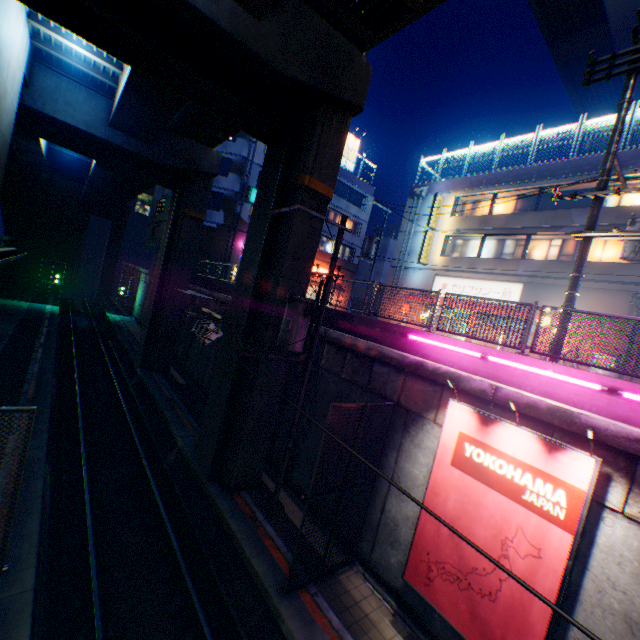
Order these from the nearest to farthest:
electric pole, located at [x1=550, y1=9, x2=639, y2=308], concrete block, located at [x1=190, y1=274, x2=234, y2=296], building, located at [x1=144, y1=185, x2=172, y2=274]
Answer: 1. electric pole, located at [x1=550, y1=9, x2=639, y2=308]
2. concrete block, located at [x1=190, y1=274, x2=234, y2=296]
3. building, located at [x1=144, y1=185, x2=172, y2=274]

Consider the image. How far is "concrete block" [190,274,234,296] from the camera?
20.1 meters

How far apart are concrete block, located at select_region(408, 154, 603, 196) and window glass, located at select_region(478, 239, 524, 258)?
3.4m

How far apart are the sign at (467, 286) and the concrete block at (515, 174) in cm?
633

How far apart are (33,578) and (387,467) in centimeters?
842cm

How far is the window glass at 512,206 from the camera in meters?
21.1

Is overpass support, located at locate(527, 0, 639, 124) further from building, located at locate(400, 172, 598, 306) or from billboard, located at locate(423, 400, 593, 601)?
billboard, located at locate(423, 400, 593, 601)
